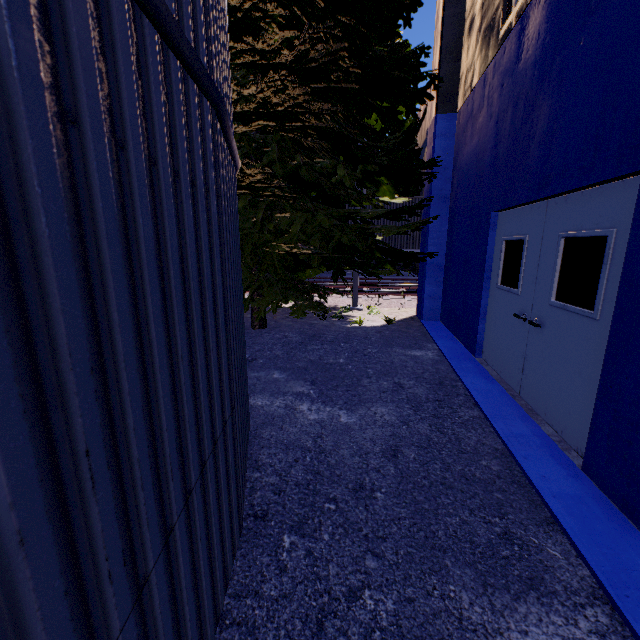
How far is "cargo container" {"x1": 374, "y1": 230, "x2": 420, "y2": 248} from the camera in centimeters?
1513cm

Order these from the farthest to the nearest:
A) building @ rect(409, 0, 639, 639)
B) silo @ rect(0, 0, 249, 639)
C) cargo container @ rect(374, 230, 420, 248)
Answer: cargo container @ rect(374, 230, 420, 248) → building @ rect(409, 0, 639, 639) → silo @ rect(0, 0, 249, 639)

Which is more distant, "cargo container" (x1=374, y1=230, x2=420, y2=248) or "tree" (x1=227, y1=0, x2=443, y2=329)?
"cargo container" (x1=374, y1=230, x2=420, y2=248)

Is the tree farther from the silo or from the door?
the door

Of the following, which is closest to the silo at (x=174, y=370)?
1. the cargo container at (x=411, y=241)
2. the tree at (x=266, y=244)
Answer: the tree at (x=266, y=244)

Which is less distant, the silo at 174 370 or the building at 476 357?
the silo at 174 370

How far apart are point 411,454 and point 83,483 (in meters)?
2.98

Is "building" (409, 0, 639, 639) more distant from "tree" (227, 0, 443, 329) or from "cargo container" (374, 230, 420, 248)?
"cargo container" (374, 230, 420, 248)
